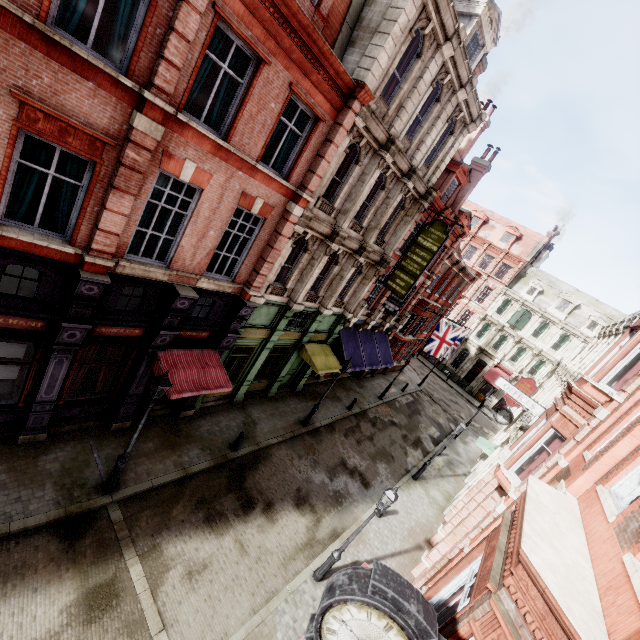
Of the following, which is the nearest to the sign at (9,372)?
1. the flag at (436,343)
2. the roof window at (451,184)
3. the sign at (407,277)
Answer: the sign at (407,277)

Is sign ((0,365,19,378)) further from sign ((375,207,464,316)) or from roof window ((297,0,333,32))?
sign ((375,207,464,316))

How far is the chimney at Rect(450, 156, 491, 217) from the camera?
22.4m

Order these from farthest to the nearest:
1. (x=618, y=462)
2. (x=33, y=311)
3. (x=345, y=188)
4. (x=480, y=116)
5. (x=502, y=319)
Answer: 1. (x=502, y=319)
2. (x=480, y=116)
3. (x=345, y=188)
4. (x=33, y=311)
5. (x=618, y=462)

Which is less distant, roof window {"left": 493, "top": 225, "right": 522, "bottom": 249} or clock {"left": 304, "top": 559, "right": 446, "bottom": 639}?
clock {"left": 304, "top": 559, "right": 446, "bottom": 639}

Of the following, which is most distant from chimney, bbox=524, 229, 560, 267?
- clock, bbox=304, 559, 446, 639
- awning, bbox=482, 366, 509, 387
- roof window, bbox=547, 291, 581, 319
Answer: clock, bbox=304, 559, 446, 639

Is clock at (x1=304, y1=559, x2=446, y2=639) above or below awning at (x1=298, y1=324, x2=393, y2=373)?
above

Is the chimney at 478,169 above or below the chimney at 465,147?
below
